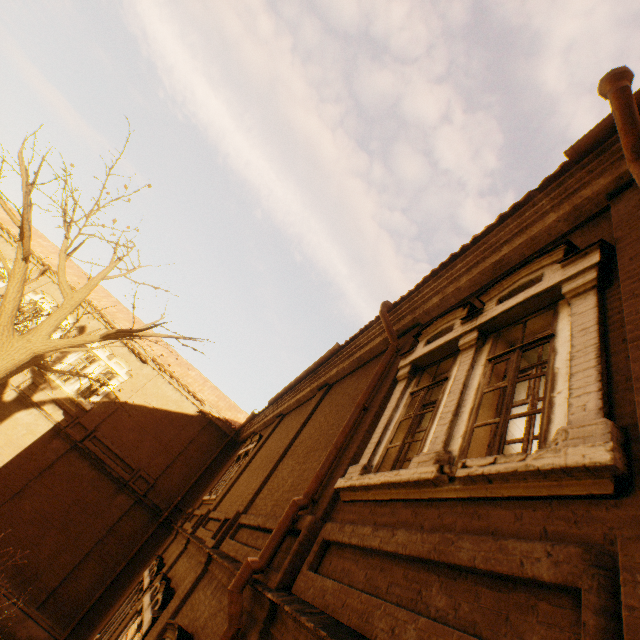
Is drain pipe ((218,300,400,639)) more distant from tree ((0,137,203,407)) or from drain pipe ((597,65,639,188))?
tree ((0,137,203,407))

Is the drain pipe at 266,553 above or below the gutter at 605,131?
below

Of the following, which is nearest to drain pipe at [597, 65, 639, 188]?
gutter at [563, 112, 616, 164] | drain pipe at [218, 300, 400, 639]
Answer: gutter at [563, 112, 616, 164]

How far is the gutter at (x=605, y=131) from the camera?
3.5 meters

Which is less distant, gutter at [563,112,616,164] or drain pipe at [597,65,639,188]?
drain pipe at [597,65,639,188]

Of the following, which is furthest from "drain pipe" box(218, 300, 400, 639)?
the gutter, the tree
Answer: the tree

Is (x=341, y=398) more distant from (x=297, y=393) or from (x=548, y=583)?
(x=548, y=583)
